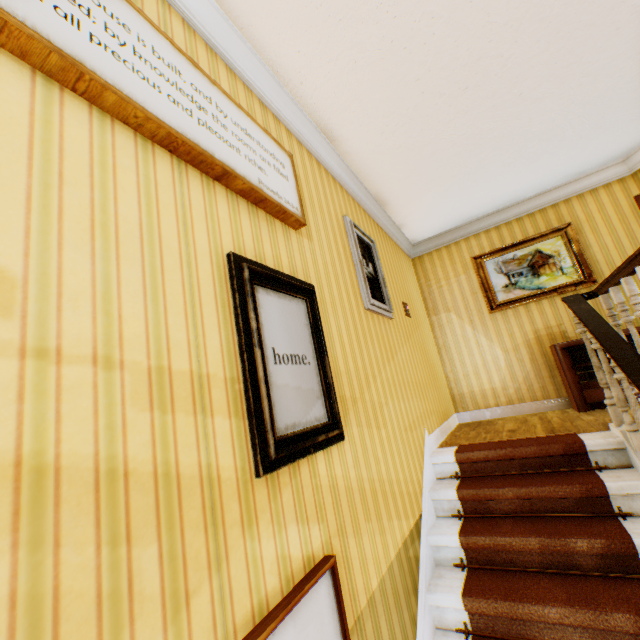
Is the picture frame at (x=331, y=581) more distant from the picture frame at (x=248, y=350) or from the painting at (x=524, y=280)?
the painting at (x=524, y=280)

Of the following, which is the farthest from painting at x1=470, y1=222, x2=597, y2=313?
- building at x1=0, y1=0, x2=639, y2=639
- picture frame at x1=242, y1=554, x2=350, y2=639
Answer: picture frame at x1=242, y1=554, x2=350, y2=639

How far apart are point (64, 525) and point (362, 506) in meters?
1.6 m

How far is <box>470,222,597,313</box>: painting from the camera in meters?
4.7

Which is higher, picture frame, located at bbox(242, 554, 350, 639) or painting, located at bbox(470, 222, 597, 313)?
painting, located at bbox(470, 222, 597, 313)

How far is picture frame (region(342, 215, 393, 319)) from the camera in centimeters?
307cm

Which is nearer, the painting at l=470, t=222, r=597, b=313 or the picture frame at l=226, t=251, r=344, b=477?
the picture frame at l=226, t=251, r=344, b=477

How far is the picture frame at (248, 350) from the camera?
1.37m
